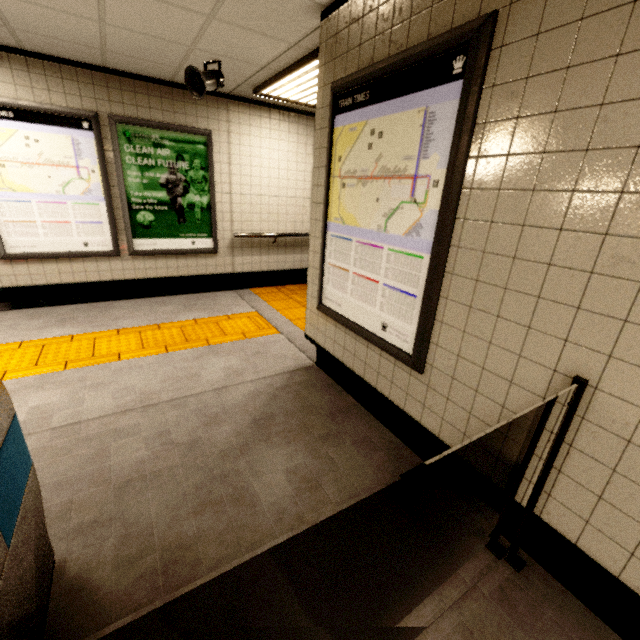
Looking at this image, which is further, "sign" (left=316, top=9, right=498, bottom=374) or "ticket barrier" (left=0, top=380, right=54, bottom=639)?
"sign" (left=316, top=9, right=498, bottom=374)

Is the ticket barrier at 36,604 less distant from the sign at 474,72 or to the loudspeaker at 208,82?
the sign at 474,72

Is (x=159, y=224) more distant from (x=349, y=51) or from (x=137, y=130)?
(x=349, y=51)

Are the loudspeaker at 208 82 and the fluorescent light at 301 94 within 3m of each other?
yes

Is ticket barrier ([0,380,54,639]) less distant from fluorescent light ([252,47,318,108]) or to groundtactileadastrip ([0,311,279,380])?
groundtactileadastrip ([0,311,279,380])

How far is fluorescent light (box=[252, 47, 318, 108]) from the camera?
3.28m

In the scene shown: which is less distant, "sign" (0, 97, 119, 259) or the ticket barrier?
the ticket barrier

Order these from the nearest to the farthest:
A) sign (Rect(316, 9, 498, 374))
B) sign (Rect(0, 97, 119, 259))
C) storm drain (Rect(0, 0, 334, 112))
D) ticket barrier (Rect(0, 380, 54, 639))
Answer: ticket barrier (Rect(0, 380, 54, 639))
sign (Rect(316, 9, 498, 374))
storm drain (Rect(0, 0, 334, 112))
sign (Rect(0, 97, 119, 259))
